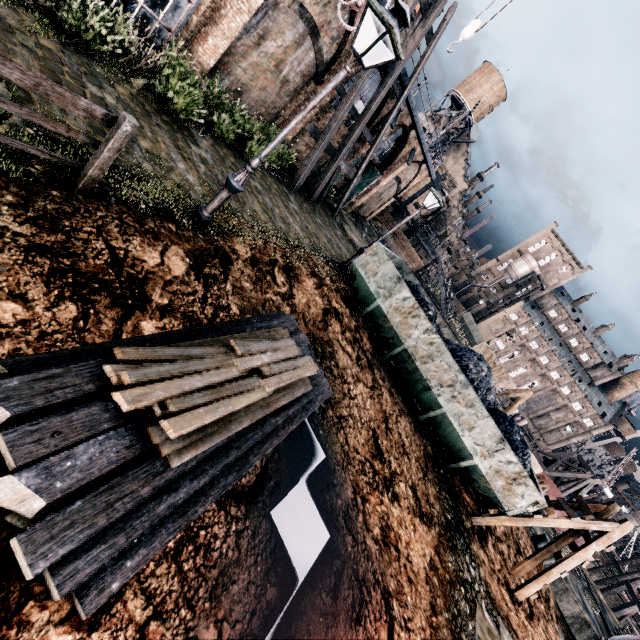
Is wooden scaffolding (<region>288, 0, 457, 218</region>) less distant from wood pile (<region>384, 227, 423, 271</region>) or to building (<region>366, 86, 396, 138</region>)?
building (<region>366, 86, 396, 138</region>)

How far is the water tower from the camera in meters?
51.8 m

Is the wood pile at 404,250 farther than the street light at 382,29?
Yes

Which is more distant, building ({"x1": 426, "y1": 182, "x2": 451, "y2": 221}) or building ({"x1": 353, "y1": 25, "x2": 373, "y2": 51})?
building ({"x1": 426, "y1": 182, "x2": 451, "y2": 221})

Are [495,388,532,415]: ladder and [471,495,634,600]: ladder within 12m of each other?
no

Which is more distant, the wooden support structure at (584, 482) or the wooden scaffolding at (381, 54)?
the wooden support structure at (584, 482)

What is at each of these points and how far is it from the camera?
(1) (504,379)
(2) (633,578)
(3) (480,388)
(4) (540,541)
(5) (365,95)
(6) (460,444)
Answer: (1) wooden chest, 23.7m
(2) wooden scaffolding, 26.8m
(3) coal pile, 12.1m
(4) bollard, 17.3m
(5) building, 19.4m
(6) rail car container, 11.8m

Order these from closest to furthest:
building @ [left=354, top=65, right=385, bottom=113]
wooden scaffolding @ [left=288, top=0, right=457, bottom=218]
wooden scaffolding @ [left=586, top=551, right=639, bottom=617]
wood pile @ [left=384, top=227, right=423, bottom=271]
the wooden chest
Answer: wooden scaffolding @ [left=288, top=0, right=457, bottom=218]
building @ [left=354, top=65, right=385, bottom=113]
the wooden chest
wooden scaffolding @ [left=586, top=551, right=639, bottom=617]
wood pile @ [left=384, top=227, right=423, bottom=271]
